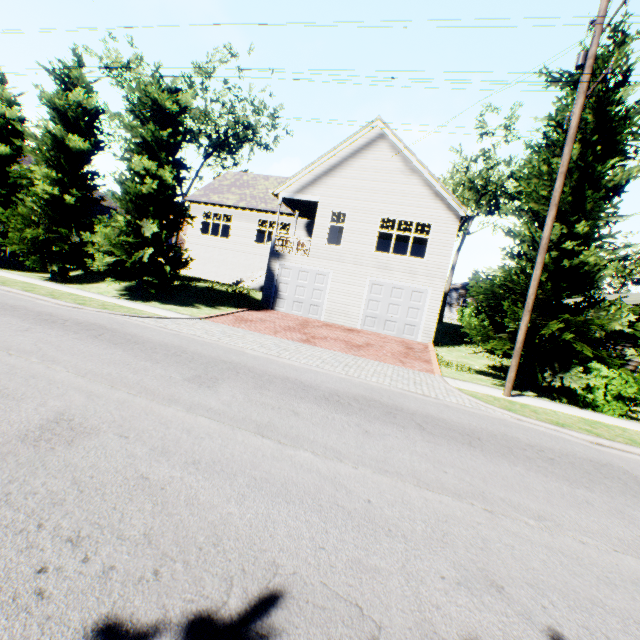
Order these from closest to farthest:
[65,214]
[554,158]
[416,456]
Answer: →
[416,456]
[554,158]
[65,214]

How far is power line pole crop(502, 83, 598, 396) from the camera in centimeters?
905cm

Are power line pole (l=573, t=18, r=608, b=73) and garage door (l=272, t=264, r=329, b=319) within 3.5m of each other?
no

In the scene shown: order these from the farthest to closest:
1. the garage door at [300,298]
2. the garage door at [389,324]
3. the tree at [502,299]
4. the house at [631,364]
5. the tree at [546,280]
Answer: the garage door at [300,298]
the garage door at [389,324]
the house at [631,364]
the tree at [502,299]
the tree at [546,280]

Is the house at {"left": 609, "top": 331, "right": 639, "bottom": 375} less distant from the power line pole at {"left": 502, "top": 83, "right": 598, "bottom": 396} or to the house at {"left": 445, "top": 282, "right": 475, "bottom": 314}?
the house at {"left": 445, "top": 282, "right": 475, "bottom": 314}

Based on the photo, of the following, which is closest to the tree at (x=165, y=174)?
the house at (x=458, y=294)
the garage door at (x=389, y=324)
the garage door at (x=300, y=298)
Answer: the house at (x=458, y=294)

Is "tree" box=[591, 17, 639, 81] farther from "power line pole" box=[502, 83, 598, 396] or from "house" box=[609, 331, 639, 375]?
"house" box=[609, 331, 639, 375]

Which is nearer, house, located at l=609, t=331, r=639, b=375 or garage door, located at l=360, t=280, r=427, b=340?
house, located at l=609, t=331, r=639, b=375
